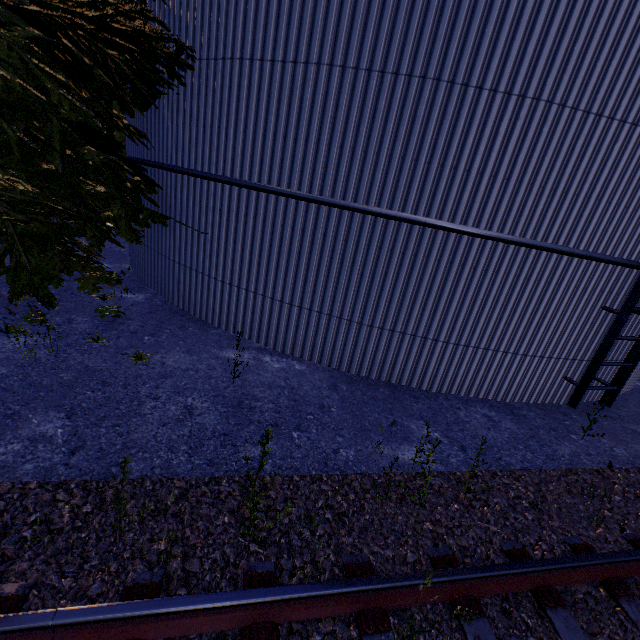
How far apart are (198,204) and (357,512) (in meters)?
5.68
